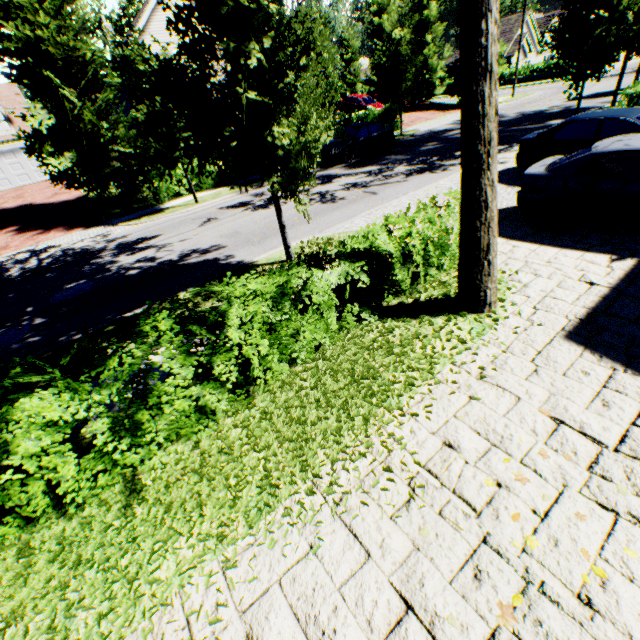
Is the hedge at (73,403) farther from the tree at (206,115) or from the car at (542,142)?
the car at (542,142)

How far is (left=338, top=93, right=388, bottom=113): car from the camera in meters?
29.2

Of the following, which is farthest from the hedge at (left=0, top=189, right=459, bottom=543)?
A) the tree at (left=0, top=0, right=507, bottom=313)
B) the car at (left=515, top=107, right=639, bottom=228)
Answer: the car at (left=515, top=107, right=639, bottom=228)

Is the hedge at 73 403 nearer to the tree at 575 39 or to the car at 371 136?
the tree at 575 39

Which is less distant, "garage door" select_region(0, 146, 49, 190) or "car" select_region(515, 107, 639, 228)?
"car" select_region(515, 107, 639, 228)

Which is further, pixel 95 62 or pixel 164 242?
pixel 95 62

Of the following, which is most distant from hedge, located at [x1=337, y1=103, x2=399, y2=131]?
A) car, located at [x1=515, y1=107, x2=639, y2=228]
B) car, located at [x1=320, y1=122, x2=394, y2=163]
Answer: car, located at [x1=515, y1=107, x2=639, y2=228]

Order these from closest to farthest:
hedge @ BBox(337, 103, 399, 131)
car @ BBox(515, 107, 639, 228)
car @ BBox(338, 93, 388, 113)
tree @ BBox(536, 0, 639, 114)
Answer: car @ BBox(515, 107, 639, 228), tree @ BBox(536, 0, 639, 114), hedge @ BBox(337, 103, 399, 131), car @ BBox(338, 93, 388, 113)
